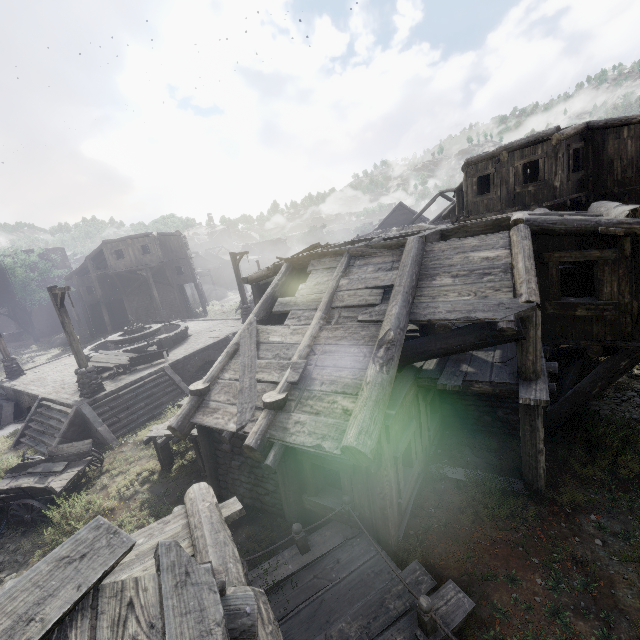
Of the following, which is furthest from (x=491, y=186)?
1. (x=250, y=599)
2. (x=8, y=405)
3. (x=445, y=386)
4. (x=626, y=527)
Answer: (x=8, y=405)

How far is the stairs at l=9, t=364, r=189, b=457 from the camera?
12.6 meters

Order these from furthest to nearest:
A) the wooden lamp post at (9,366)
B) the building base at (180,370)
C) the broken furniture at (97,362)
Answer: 1. the wooden lamp post at (9,366)
2. the broken furniture at (97,362)
3. the building base at (180,370)

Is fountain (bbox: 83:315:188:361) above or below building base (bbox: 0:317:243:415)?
above

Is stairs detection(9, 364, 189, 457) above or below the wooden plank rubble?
below

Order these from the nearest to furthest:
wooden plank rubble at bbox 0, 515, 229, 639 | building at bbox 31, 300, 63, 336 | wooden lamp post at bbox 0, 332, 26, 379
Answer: wooden plank rubble at bbox 0, 515, 229, 639
wooden lamp post at bbox 0, 332, 26, 379
building at bbox 31, 300, 63, 336

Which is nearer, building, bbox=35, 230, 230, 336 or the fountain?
the fountain

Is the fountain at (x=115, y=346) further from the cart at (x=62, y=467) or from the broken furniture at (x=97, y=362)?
the cart at (x=62, y=467)
